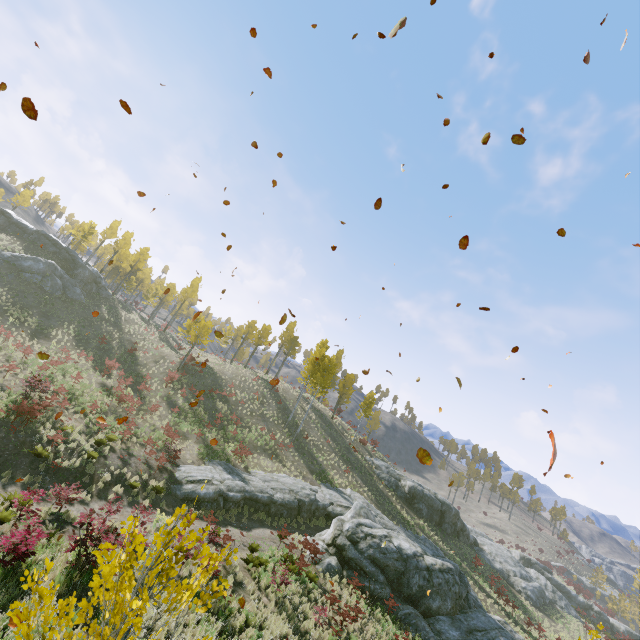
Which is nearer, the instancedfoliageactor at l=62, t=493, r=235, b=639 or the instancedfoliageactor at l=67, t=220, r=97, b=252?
the instancedfoliageactor at l=62, t=493, r=235, b=639

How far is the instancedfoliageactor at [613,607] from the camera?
52.48m

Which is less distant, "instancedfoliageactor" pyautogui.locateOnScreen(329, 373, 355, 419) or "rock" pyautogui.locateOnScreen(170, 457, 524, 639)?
"rock" pyautogui.locateOnScreen(170, 457, 524, 639)

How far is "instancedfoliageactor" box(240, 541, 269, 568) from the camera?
14.4 meters

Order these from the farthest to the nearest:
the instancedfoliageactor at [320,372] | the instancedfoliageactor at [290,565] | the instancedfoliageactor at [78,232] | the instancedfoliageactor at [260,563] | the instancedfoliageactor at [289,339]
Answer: the instancedfoliageactor at [289,339] → the instancedfoliageactor at [78,232] → the instancedfoliageactor at [320,372] → the instancedfoliageactor at [260,563] → the instancedfoliageactor at [290,565]

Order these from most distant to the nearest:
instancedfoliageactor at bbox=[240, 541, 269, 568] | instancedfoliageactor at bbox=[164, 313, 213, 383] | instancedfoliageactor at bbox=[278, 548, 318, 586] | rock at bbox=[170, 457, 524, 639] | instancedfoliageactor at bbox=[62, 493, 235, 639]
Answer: instancedfoliageactor at bbox=[164, 313, 213, 383]
rock at bbox=[170, 457, 524, 639]
instancedfoliageactor at bbox=[240, 541, 269, 568]
instancedfoliageactor at bbox=[278, 548, 318, 586]
instancedfoliageactor at bbox=[62, 493, 235, 639]

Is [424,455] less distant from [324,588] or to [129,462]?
[324,588]
